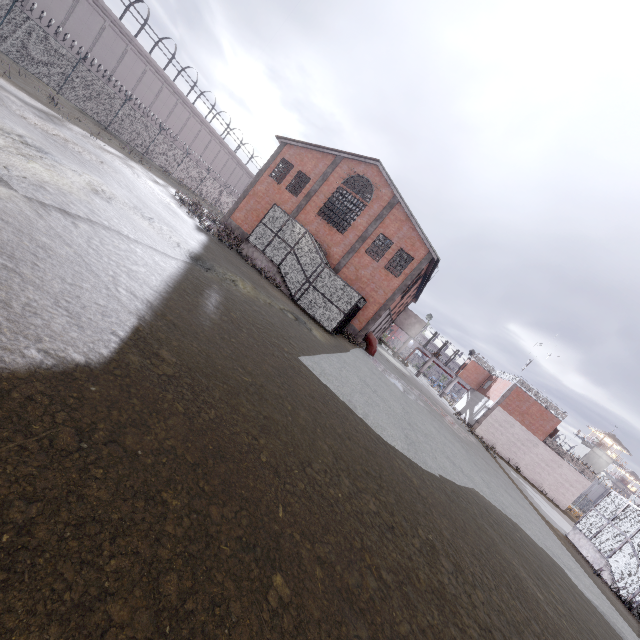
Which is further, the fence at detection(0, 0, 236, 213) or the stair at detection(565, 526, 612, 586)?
the fence at detection(0, 0, 236, 213)

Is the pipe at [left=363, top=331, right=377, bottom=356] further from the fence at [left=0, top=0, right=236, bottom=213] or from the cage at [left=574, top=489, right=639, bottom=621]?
the fence at [left=0, top=0, right=236, bottom=213]

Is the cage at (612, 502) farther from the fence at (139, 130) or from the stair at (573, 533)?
the fence at (139, 130)

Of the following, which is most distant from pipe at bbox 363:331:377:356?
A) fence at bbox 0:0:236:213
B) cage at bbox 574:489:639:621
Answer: fence at bbox 0:0:236:213

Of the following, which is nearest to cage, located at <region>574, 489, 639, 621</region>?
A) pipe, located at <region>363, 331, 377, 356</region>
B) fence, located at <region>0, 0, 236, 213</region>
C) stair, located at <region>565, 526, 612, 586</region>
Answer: stair, located at <region>565, 526, 612, 586</region>

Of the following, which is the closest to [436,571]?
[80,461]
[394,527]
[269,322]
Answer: [394,527]

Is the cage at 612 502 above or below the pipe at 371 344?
above

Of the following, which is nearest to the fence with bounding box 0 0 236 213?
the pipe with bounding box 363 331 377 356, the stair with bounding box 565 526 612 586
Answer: the stair with bounding box 565 526 612 586
